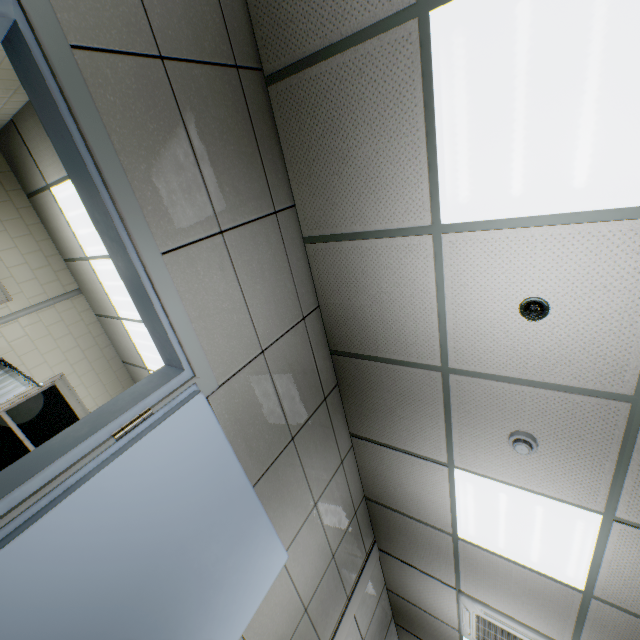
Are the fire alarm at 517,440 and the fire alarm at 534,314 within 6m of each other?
yes

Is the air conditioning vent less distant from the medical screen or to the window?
the medical screen

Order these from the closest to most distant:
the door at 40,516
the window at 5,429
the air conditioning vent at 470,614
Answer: the door at 40,516, the air conditioning vent at 470,614, the window at 5,429

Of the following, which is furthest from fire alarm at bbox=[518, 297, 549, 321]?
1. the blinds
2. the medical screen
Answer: the blinds

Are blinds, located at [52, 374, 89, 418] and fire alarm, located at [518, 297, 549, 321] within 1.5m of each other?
no

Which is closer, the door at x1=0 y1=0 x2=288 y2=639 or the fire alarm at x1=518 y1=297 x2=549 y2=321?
the door at x1=0 y1=0 x2=288 y2=639

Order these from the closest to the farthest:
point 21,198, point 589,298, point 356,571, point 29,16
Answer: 1. point 29,16
2. point 589,298
3. point 356,571
4. point 21,198

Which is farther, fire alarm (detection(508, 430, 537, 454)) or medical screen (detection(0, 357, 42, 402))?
medical screen (detection(0, 357, 42, 402))
